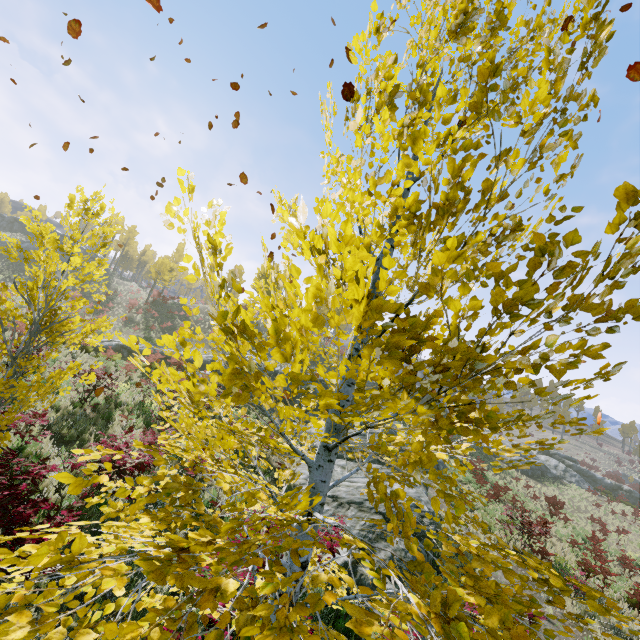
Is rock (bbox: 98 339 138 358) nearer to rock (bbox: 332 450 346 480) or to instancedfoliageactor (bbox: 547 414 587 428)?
rock (bbox: 332 450 346 480)

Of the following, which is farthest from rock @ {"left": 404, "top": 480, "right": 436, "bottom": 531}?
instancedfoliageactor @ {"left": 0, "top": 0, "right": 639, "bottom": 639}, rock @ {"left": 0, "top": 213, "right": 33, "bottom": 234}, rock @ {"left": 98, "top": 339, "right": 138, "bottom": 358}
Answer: rock @ {"left": 0, "top": 213, "right": 33, "bottom": 234}

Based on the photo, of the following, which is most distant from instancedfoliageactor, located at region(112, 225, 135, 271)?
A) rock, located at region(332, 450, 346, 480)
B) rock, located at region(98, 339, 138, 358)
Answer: rock, located at region(98, 339, 138, 358)

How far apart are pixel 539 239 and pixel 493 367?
0.8m

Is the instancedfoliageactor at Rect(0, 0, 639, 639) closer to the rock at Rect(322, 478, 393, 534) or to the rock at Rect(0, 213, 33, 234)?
the rock at Rect(322, 478, 393, 534)

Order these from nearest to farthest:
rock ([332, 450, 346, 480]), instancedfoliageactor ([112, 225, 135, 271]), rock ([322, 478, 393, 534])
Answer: rock ([322, 478, 393, 534]), rock ([332, 450, 346, 480]), instancedfoliageactor ([112, 225, 135, 271])

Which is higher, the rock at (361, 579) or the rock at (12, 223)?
the rock at (12, 223)

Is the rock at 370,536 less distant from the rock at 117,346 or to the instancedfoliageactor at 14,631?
the rock at 117,346
